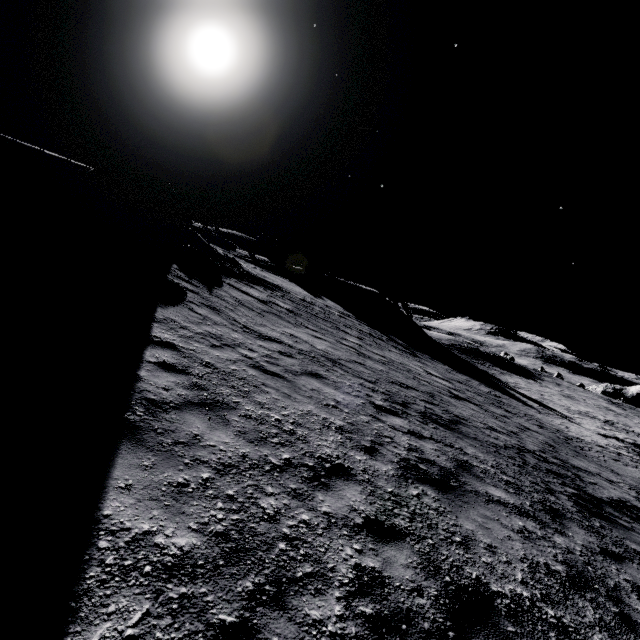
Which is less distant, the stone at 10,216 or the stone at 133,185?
the stone at 10,216

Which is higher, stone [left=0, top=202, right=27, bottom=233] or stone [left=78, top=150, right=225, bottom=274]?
stone [left=78, top=150, right=225, bottom=274]

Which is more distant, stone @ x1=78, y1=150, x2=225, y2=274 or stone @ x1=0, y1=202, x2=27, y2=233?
stone @ x1=78, y1=150, x2=225, y2=274

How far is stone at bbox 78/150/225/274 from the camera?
13.3 meters

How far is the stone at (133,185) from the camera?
13.32m

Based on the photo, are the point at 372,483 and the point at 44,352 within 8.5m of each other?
yes
